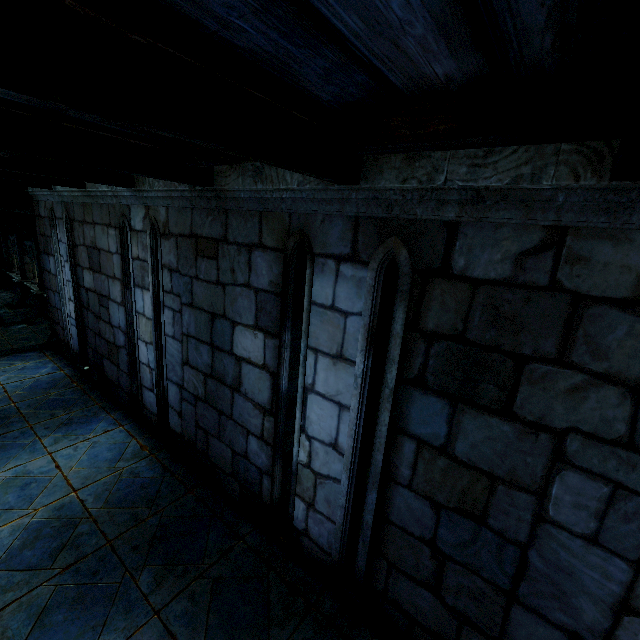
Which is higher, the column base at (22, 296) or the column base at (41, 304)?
the column base at (41, 304)

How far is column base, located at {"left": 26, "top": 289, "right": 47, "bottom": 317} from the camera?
14.0 meters

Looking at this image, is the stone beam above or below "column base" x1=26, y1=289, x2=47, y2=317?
above

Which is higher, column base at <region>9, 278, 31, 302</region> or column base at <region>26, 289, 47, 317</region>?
column base at <region>26, 289, 47, 317</region>

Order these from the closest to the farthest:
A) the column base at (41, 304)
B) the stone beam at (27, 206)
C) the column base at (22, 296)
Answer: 1. the stone beam at (27, 206)
2. the column base at (41, 304)
3. the column base at (22, 296)

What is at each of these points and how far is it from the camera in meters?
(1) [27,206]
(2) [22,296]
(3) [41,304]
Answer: (1) stone beam, 8.4 m
(2) column base, 16.1 m
(3) column base, 14.2 m

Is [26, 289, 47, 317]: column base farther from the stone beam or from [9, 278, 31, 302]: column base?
the stone beam
